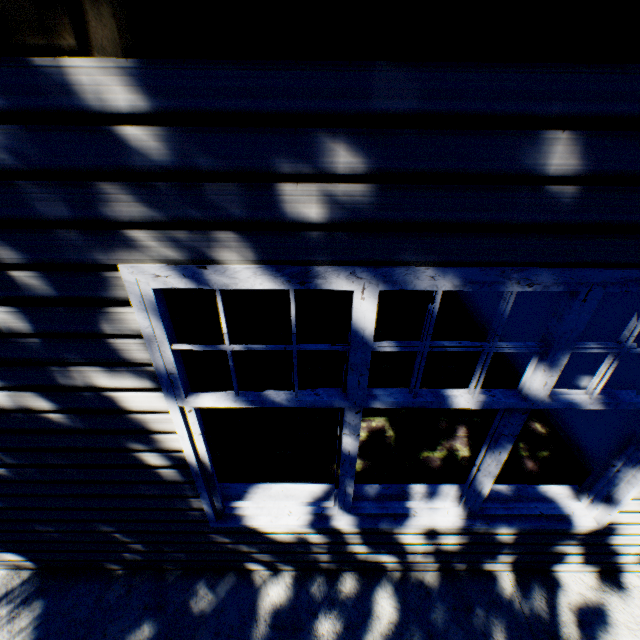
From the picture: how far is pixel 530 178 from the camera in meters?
1.1
